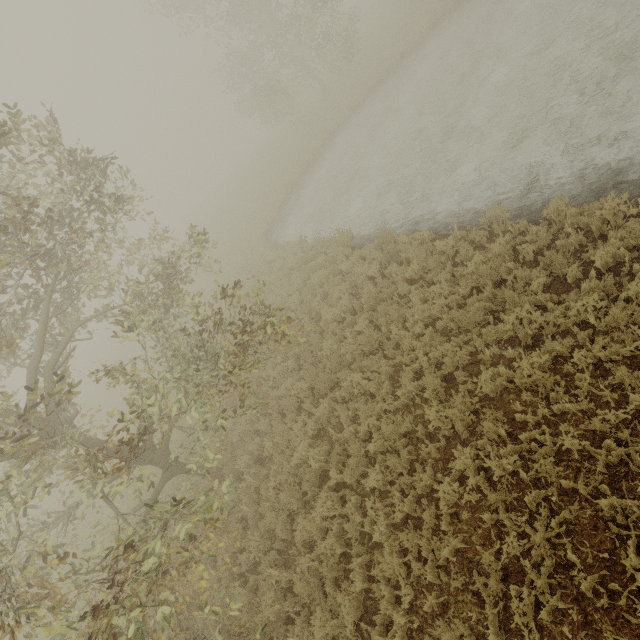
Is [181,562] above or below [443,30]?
above
